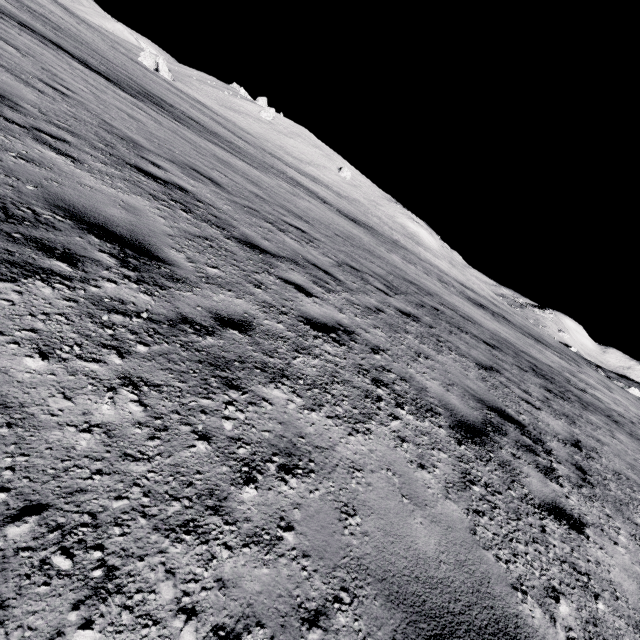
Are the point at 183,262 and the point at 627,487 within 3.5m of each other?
no

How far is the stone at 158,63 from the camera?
54.88m

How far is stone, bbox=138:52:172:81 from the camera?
54.9 meters
